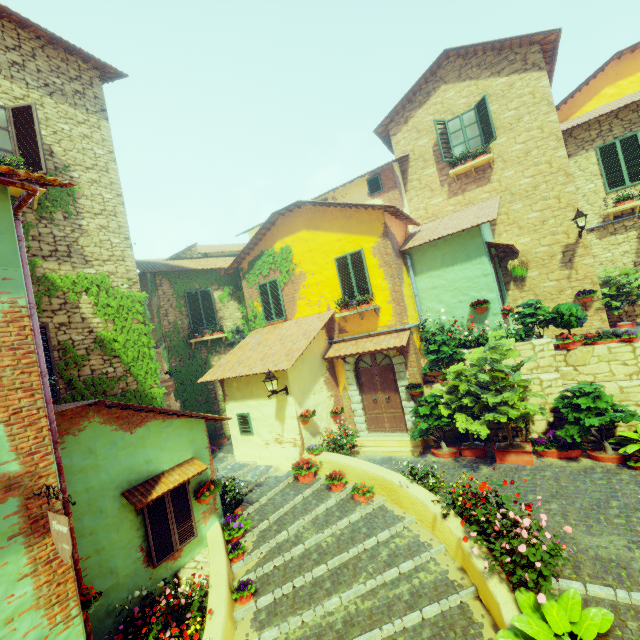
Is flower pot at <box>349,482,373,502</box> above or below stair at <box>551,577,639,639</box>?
above

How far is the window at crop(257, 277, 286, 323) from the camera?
12.8m

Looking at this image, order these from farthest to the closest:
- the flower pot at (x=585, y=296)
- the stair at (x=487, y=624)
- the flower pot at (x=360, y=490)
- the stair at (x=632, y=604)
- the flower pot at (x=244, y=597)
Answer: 1. the flower pot at (x=585, y=296)
2. the flower pot at (x=360, y=490)
3. the flower pot at (x=244, y=597)
4. the stair at (x=487, y=624)
5. the stair at (x=632, y=604)

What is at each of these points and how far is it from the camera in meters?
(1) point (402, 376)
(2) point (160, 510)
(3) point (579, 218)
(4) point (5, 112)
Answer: (1) stone doorway, 10.4 m
(2) window, 6.0 m
(3) street light, 10.1 m
(4) window, 7.1 m

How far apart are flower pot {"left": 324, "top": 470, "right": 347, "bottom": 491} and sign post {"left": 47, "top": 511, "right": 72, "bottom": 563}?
5.87m

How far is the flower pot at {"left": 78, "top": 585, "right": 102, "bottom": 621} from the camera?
4.1 meters

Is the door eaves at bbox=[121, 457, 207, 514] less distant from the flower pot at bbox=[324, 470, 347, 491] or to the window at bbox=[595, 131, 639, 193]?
the flower pot at bbox=[324, 470, 347, 491]

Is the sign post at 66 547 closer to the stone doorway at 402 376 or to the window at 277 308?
the stone doorway at 402 376
